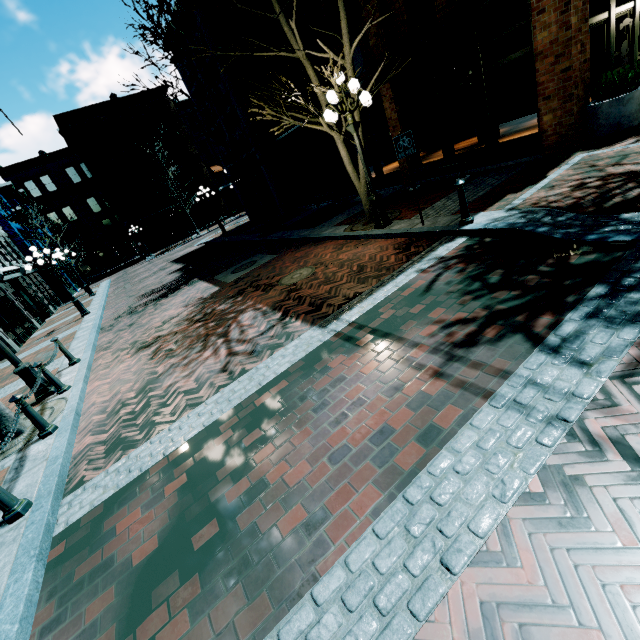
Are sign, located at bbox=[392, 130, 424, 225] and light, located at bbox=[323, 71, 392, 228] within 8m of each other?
yes

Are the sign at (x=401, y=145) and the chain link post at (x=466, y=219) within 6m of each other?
yes

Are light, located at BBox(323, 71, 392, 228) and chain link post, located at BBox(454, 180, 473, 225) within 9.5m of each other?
yes

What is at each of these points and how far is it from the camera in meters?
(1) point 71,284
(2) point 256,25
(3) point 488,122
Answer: (1) building, 31.2 m
(2) building, 15.0 m
(3) building, 9.3 m

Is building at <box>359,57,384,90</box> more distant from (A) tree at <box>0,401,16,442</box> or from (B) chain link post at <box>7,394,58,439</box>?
(B) chain link post at <box>7,394,58,439</box>

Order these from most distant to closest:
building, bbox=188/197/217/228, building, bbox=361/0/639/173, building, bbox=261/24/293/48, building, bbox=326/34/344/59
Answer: building, bbox=188/197/217/228 < building, bbox=261/24/293/48 < building, bbox=326/34/344/59 < building, bbox=361/0/639/173

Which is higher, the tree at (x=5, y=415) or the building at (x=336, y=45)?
the building at (x=336, y=45)

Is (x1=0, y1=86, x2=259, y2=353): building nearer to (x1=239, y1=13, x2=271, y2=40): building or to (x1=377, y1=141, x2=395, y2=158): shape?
(x1=239, y1=13, x2=271, y2=40): building
